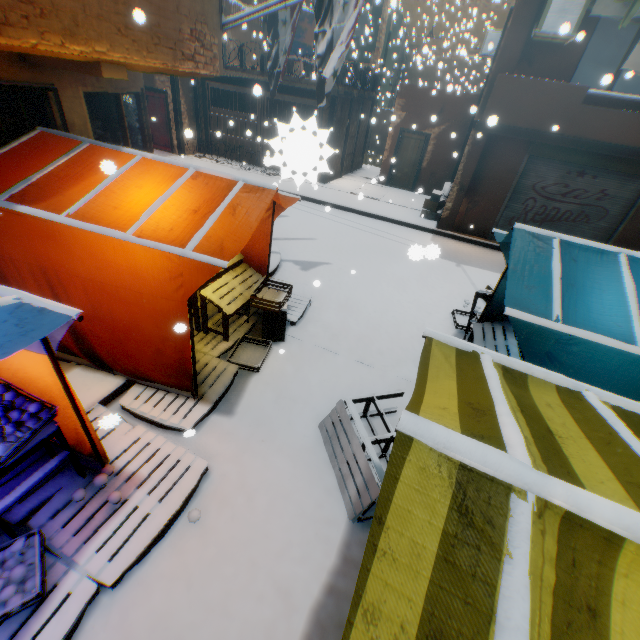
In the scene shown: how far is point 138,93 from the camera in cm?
616

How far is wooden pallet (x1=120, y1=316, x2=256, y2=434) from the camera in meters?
3.9 m

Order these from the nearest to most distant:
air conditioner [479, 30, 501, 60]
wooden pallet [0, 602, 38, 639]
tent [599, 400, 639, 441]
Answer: tent [599, 400, 639, 441]
wooden pallet [0, 602, 38, 639]
air conditioner [479, 30, 501, 60]

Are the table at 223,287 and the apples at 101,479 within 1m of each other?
no

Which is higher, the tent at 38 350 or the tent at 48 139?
the tent at 48 139

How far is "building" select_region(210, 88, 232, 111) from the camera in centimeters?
1561cm

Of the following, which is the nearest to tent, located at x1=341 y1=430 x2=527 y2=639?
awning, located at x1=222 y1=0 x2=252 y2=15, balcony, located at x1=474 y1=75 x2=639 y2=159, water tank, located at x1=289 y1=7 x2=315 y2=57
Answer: balcony, located at x1=474 y1=75 x2=639 y2=159

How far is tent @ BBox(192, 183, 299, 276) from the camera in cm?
320
